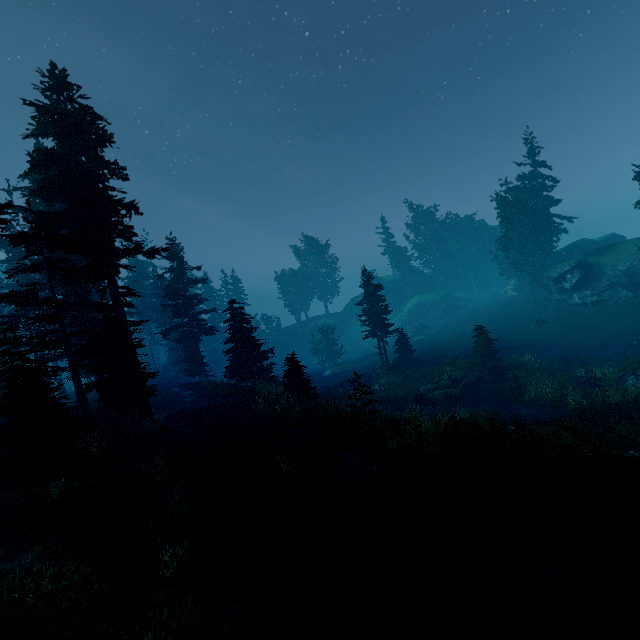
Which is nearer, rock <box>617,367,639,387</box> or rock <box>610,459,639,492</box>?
rock <box>610,459,639,492</box>

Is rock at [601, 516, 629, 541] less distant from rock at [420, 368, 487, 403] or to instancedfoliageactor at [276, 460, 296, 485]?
instancedfoliageactor at [276, 460, 296, 485]

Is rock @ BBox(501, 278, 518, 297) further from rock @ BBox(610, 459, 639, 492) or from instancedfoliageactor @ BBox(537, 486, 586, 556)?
rock @ BBox(610, 459, 639, 492)

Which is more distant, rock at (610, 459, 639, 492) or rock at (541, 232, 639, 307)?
rock at (541, 232, 639, 307)

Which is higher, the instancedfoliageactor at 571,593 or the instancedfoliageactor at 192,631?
the instancedfoliageactor at 192,631

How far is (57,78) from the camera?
16.9 meters

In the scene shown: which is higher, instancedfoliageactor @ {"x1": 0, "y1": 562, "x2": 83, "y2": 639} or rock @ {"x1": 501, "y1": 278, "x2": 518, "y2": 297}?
rock @ {"x1": 501, "y1": 278, "x2": 518, "y2": 297}

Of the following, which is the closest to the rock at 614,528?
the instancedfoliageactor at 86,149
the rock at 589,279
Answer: the instancedfoliageactor at 86,149
